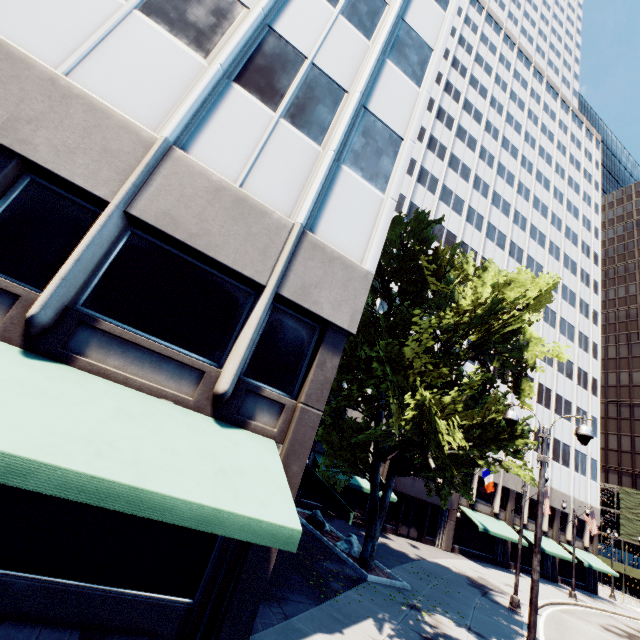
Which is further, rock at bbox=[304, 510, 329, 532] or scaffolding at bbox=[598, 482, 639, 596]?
scaffolding at bbox=[598, 482, 639, 596]

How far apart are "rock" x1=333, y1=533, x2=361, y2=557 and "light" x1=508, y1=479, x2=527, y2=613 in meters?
8.5 m

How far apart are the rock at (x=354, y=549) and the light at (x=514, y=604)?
8.52m

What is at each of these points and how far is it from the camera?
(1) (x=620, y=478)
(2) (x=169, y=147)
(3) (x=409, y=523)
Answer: (1) building, 58.9 meters
(2) building, 7.2 meters
(3) door, 27.5 meters

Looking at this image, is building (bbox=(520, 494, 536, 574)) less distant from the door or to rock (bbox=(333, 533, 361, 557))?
the door

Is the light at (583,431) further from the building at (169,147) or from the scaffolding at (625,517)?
the scaffolding at (625,517)

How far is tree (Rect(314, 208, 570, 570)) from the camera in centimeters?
1095cm

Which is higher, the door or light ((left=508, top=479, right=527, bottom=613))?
the door
